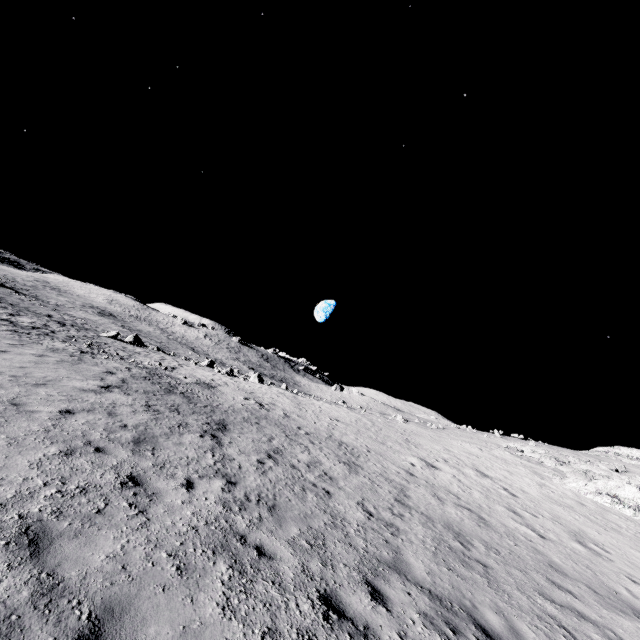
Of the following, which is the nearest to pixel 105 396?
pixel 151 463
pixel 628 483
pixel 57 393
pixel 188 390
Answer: pixel 57 393

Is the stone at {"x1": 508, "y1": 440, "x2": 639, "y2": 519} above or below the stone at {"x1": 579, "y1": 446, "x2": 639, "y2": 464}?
below

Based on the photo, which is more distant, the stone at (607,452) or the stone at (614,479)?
the stone at (607,452)

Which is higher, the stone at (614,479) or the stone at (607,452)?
the stone at (607,452)

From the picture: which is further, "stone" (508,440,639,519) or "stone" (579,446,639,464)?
"stone" (579,446,639,464)
